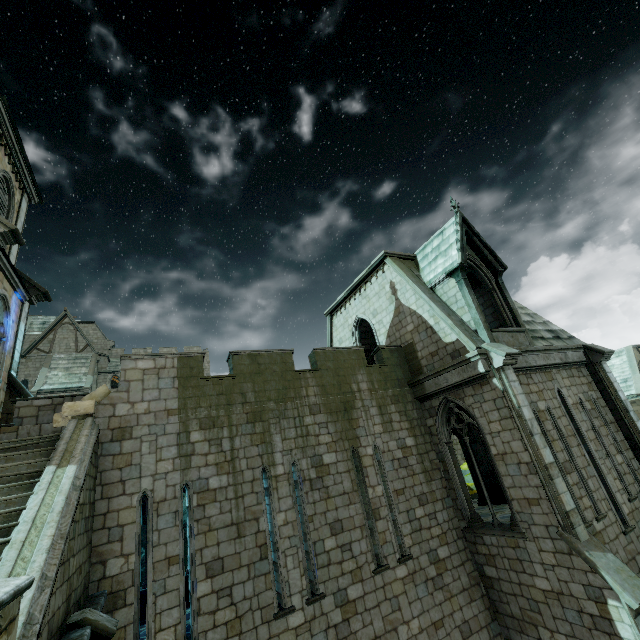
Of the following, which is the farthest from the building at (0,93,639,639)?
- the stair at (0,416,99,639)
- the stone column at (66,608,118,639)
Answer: the stone column at (66,608,118,639)

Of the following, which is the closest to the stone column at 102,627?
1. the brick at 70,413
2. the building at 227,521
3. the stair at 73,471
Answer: the stair at 73,471

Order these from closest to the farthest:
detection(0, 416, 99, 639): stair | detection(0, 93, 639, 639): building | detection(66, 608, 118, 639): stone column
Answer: detection(0, 416, 99, 639): stair → detection(66, 608, 118, 639): stone column → detection(0, 93, 639, 639): building

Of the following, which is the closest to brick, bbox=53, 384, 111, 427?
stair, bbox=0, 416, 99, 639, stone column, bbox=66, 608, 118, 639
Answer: stair, bbox=0, 416, 99, 639

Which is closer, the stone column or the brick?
the stone column

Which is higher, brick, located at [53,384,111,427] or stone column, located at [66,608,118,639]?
brick, located at [53,384,111,427]

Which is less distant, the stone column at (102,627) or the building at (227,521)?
the stone column at (102,627)

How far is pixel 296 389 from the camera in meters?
11.4
